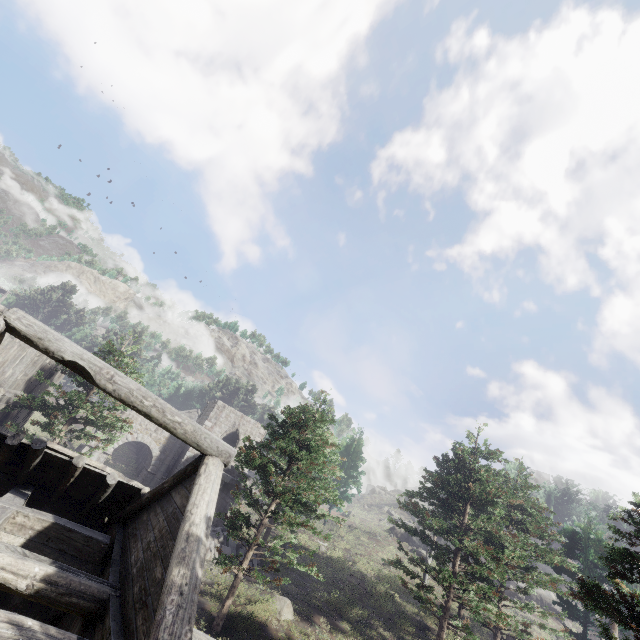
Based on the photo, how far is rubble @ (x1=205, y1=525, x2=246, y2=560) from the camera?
18.6 meters

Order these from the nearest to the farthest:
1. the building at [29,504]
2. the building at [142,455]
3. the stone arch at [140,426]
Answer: the building at [29,504]
the stone arch at [140,426]
the building at [142,455]

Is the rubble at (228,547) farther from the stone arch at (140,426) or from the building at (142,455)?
the building at (142,455)

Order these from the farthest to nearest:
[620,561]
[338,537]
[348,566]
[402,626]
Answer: [338,537] → [348,566] → [402,626] → [620,561]

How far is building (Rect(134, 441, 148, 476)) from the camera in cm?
3612

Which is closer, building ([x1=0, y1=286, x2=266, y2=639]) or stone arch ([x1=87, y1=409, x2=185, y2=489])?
building ([x1=0, y1=286, x2=266, y2=639])

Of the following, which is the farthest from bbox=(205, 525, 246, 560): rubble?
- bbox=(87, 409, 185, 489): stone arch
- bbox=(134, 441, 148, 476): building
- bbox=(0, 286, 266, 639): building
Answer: bbox=(134, 441, 148, 476): building

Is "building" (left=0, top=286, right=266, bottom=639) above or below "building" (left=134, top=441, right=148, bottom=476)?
above
